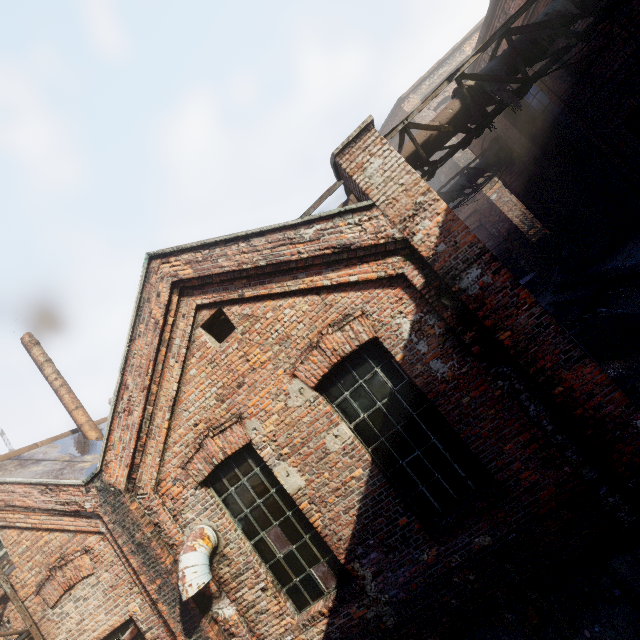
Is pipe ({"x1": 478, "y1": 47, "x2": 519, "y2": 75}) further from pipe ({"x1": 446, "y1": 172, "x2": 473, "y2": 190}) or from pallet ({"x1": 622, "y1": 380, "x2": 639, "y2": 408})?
pipe ({"x1": 446, "y1": 172, "x2": 473, "y2": 190})

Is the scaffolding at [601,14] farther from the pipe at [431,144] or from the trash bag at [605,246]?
the trash bag at [605,246]

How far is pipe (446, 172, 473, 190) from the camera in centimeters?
1256cm

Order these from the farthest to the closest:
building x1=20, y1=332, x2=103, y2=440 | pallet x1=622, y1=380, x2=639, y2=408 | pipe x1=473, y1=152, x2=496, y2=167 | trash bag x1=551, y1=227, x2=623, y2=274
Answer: pipe x1=473, y1=152, x2=496, y2=167
trash bag x1=551, y1=227, x2=623, y2=274
building x1=20, y1=332, x2=103, y2=440
pallet x1=622, y1=380, x2=639, y2=408

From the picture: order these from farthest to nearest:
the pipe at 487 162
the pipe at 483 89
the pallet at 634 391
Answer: the pipe at 487 162 < the pipe at 483 89 < the pallet at 634 391

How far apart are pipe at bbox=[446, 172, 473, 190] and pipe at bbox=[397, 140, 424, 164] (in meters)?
6.71

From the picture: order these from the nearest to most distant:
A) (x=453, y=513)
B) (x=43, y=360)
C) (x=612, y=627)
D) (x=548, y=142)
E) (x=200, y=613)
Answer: (x=612, y=627)
(x=453, y=513)
(x=200, y=613)
(x=43, y=360)
(x=548, y=142)

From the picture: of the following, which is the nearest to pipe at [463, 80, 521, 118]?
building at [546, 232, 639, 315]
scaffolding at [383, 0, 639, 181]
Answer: scaffolding at [383, 0, 639, 181]
